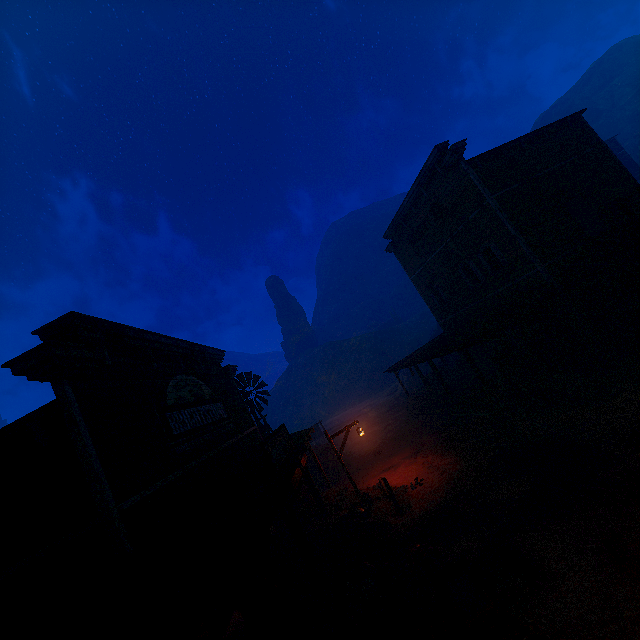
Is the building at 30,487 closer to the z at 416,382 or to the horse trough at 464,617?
the z at 416,382

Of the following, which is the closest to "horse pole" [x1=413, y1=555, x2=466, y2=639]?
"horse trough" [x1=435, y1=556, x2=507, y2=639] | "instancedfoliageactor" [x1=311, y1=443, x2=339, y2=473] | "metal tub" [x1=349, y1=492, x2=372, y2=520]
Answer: "horse trough" [x1=435, y1=556, x2=507, y2=639]

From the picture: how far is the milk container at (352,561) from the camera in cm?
830

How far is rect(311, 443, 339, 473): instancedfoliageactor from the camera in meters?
21.0

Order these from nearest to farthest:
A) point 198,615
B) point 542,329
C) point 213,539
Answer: point 198,615, point 213,539, point 542,329

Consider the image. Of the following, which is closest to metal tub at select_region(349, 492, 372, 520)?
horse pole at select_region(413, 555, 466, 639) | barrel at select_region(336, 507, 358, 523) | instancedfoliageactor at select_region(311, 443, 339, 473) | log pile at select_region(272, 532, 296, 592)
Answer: barrel at select_region(336, 507, 358, 523)

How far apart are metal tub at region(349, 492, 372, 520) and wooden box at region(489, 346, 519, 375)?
9.4 meters

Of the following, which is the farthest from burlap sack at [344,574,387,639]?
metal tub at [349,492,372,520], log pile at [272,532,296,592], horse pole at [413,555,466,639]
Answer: metal tub at [349,492,372,520]
